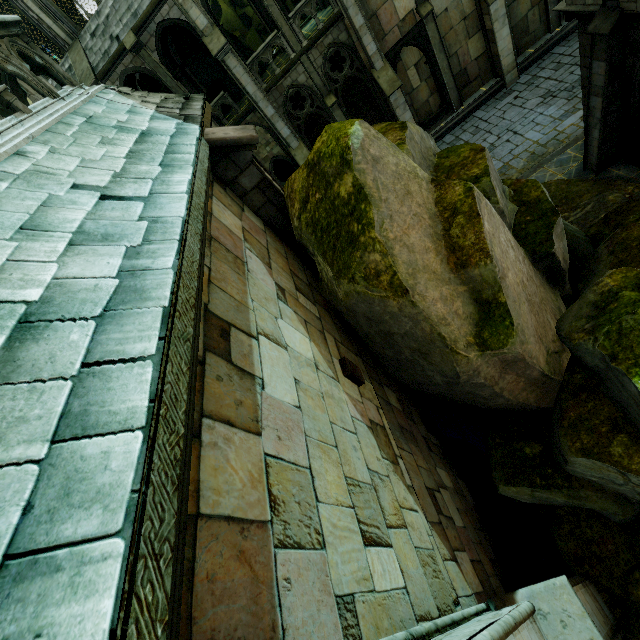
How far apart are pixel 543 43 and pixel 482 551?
25.23m

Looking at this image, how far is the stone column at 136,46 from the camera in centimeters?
1472cm

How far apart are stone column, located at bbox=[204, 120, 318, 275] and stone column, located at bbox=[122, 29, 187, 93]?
14.34m

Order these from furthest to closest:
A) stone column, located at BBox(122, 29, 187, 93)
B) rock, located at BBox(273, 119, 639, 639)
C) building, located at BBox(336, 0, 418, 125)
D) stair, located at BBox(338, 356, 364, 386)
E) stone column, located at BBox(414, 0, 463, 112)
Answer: stone column, located at BBox(414, 0, 463, 112), building, located at BBox(336, 0, 418, 125), stone column, located at BBox(122, 29, 187, 93), stair, located at BBox(338, 356, 364, 386), rock, located at BBox(273, 119, 639, 639)

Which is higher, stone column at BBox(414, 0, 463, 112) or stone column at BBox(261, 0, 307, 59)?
stone column at BBox(261, 0, 307, 59)

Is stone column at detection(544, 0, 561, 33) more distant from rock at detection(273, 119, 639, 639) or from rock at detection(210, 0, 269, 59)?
rock at detection(210, 0, 269, 59)

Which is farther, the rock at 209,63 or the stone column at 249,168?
the rock at 209,63

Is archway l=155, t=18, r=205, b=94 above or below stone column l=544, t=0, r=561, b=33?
above
